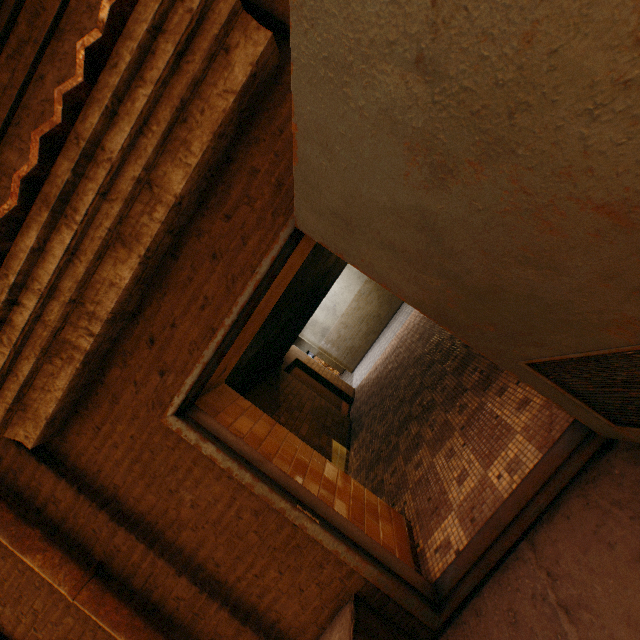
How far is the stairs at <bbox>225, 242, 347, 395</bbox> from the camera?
4.2m

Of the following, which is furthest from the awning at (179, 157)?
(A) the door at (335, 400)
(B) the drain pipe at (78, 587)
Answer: (A) the door at (335, 400)

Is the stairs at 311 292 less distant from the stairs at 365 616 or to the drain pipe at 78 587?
the drain pipe at 78 587

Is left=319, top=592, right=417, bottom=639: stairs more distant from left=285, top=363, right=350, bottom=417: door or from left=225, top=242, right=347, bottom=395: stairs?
left=285, top=363, right=350, bottom=417: door

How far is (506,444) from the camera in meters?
2.5 m

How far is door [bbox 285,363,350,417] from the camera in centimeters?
894cm

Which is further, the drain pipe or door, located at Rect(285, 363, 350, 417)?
door, located at Rect(285, 363, 350, 417)

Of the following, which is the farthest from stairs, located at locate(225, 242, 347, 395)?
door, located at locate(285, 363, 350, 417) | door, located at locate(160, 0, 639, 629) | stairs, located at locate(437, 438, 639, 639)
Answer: stairs, located at locate(437, 438, 639, 639)
